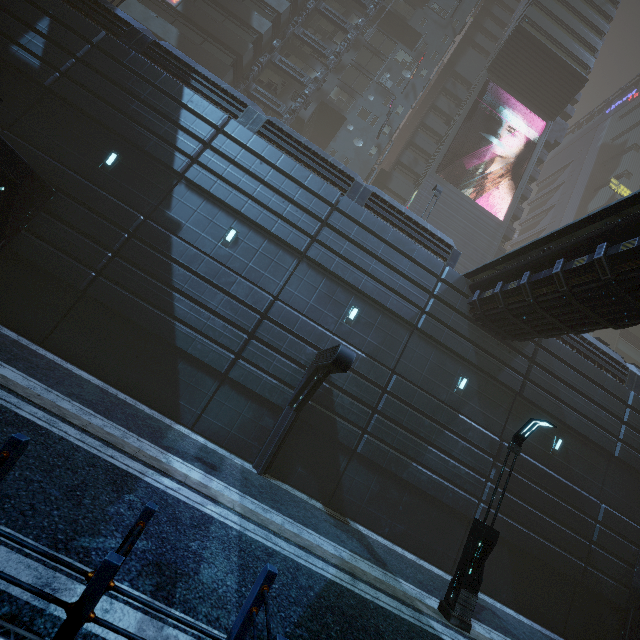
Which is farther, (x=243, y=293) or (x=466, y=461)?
(x=466, y=461)

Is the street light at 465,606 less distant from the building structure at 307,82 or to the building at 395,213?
the building at 395,213

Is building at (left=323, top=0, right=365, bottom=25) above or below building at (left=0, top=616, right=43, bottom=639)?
above

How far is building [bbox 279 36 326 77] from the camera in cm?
3062

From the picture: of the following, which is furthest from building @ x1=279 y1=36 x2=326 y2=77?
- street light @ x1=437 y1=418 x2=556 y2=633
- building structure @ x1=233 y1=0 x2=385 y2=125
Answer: street light @ x1=437 y1=418 x2=556 y2=633

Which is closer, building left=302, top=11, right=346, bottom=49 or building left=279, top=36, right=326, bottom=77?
building left=279, top=36, right=326, bottom=77

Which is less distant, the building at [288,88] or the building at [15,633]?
the building at [15,633]
